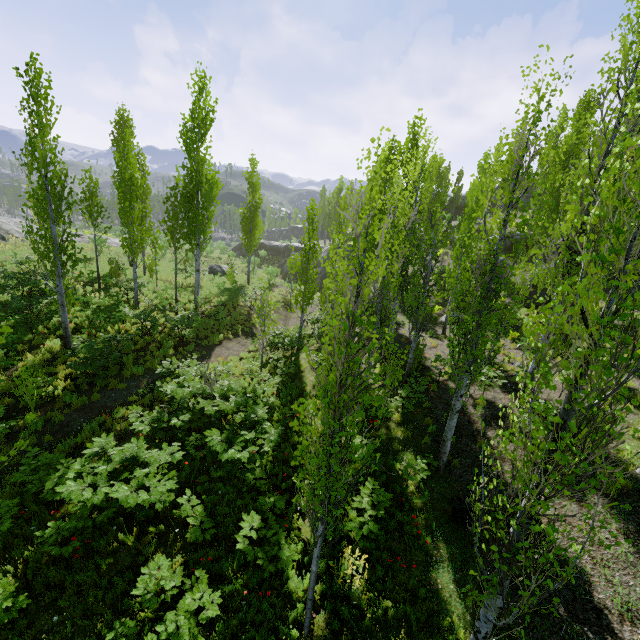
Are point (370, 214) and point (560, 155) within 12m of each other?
yes

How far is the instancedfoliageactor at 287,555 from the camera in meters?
6.4

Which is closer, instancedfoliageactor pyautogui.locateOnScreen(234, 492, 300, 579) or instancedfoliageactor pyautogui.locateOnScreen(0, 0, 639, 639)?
instancedfoliageactor pyautogui.locateOnScreen(0, 0, 639, 639)

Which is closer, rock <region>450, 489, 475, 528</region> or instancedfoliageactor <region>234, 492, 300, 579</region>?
instancedfoliageactor <region>234, 492, 300, 579</region>

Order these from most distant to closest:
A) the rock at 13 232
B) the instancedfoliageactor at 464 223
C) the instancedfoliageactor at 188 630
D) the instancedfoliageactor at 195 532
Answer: the rock at 13 232 < the instancedfoliageactor at 195 532 < the instancedfoliageactor at 188 630 < the instancedfoliageactor at 464 223

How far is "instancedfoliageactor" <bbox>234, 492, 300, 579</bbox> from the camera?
6.4m

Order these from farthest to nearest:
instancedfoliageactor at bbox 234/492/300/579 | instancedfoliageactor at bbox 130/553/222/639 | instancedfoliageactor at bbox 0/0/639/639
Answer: instancedfoliageactor at bbox 234/492/300/579, instancedfoliageactor at bbox 130/553/222/639, instancedfoliageactor at bbox 0/0/639/639

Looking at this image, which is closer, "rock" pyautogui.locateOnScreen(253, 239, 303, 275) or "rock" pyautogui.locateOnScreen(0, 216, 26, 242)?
"rock" pyautogui.locateOnScreen(0, 216, 26, 242)
